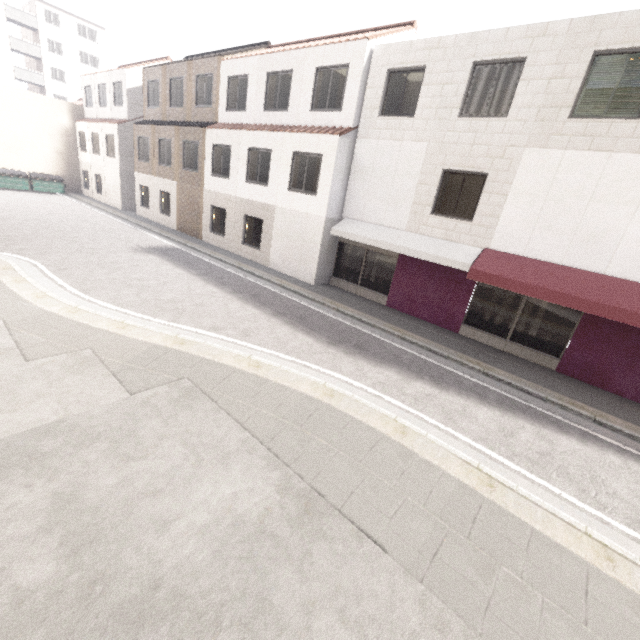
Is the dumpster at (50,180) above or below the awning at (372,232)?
below

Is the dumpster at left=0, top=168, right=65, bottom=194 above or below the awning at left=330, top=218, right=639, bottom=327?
below

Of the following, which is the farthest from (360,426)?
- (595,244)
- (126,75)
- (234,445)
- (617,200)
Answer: (126,75)

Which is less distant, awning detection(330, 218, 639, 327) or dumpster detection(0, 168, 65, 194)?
awning detection(330, 218, 639, 327)

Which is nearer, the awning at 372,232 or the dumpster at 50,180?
the awning at 372,232
